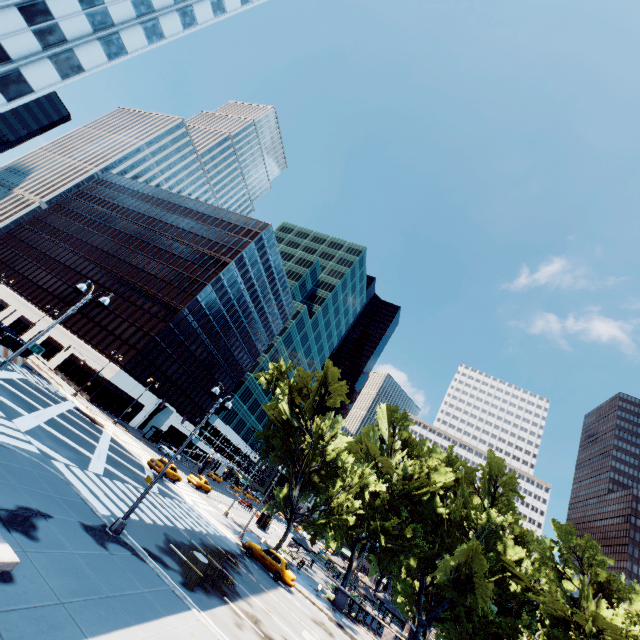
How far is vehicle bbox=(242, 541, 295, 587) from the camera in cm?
2566

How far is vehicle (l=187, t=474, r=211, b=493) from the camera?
41.16m

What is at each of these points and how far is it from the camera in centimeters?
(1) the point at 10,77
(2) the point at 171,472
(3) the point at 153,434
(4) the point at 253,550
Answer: (1) building, 2873cm
(2) vehicle, 3331cm
(3) bus stop, 5416cm
(4) vehicle, 2697cm

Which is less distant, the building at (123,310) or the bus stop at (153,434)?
the building at (123,310)

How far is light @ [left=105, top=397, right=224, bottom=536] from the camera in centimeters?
1373cm

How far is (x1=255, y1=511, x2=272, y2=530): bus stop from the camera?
46.47m

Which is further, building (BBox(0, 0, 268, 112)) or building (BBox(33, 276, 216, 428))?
building (BBox(33, 276, 216, 428))

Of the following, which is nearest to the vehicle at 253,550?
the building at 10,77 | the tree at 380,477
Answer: the tree at 380,477
